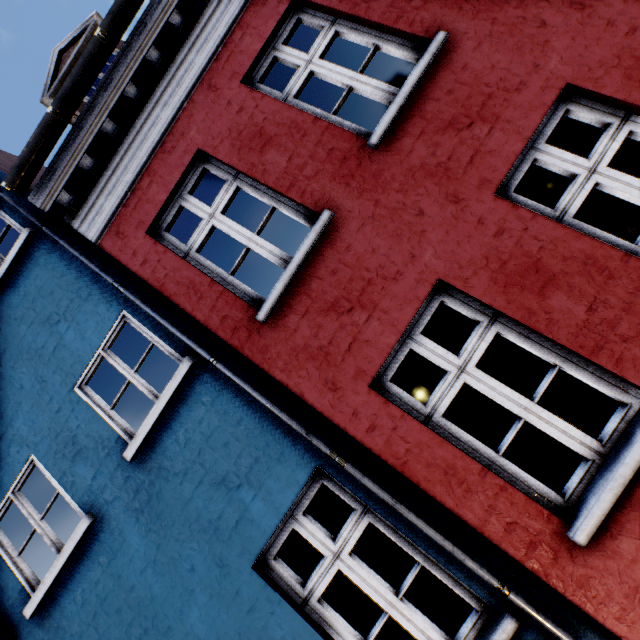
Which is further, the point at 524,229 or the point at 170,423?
the point at 170,423
